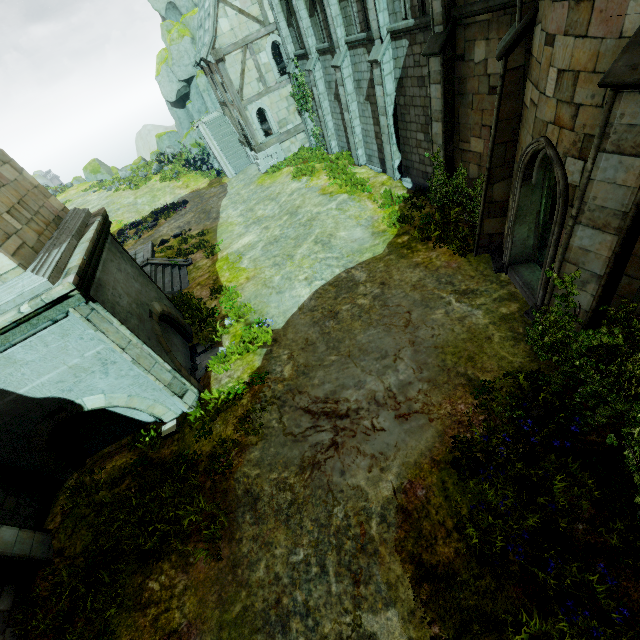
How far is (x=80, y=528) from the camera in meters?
7.6

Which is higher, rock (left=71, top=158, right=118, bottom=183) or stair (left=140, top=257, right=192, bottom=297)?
rock (left=71, top=158, right=118, bottom=183)

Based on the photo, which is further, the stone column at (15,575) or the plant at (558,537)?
the stone column at (15,575)

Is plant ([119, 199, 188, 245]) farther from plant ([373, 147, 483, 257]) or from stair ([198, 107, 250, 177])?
plant ([373, 147, 483, 257])

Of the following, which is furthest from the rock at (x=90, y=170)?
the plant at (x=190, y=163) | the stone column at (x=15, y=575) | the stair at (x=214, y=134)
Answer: the stone column at (x=15, y=575)

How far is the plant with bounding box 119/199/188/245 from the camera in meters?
24.9 m

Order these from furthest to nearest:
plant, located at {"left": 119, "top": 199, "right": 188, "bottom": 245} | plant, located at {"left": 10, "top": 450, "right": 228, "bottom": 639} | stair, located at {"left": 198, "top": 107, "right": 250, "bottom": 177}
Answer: stair, located at {"left": 198, "top": 107, "right": 250, "bottom": 177} → plant, located at {"left": 119, "top": 199, "right": 188, "bottom": 245} → plant, located at {"left": 10, "top": 450, "right": 228, "bottom": 639}

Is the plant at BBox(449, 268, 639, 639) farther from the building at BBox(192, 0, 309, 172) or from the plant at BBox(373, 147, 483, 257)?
the building at BBox(192, 0, 309, 172)
